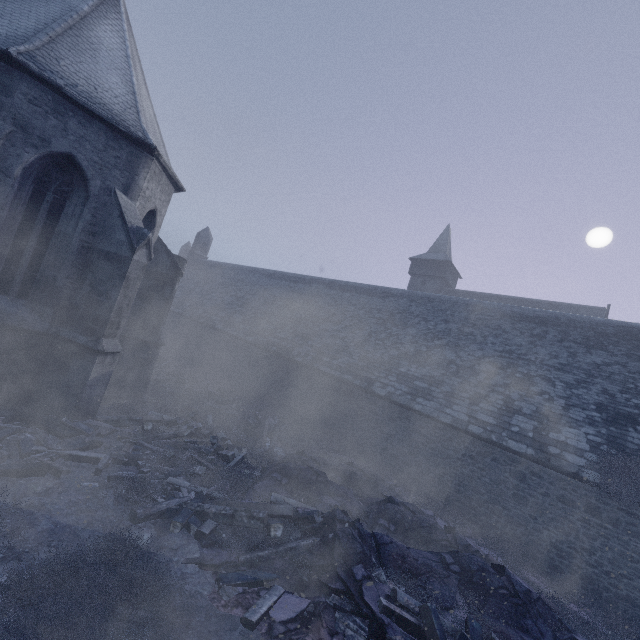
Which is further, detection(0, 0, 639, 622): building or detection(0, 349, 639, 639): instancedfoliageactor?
detection(0, 0, 639, 622): building

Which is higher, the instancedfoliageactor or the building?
the building

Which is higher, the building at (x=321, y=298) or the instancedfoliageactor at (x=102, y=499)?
the building at (x=321, y=298)

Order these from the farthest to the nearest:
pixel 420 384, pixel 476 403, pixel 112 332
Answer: pixel 420 384 < pixel 476 403 < pixel 112 332

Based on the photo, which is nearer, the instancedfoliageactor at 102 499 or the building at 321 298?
the instancedfoliageactor at 102 499
